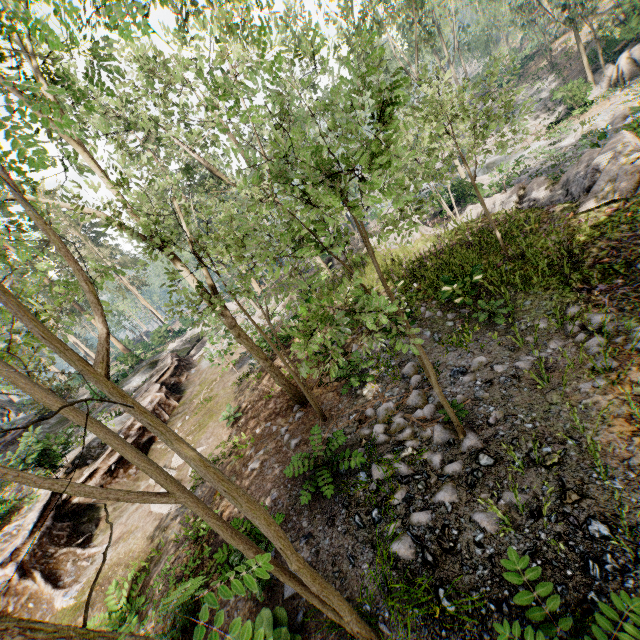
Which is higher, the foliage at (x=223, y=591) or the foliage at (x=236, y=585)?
the foliage at (x=223, y=591)

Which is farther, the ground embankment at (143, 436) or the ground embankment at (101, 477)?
the ground embankment at (143, 436)

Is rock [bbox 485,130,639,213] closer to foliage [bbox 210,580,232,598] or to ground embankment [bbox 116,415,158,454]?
foliage [bbox 210,580,232,598]

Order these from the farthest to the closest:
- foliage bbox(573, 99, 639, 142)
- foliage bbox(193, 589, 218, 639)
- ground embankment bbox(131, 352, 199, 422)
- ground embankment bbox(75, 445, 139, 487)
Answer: foliage bbox(573, 99, 639, 142), ground embankment bbox(131, 352, 199, 422), ground embankment bbox(75, 445, 139, 487), foliage bbox(193, 589, 218, 639)

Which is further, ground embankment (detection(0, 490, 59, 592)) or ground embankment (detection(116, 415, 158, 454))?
ground embankment (detection(116, 415, 158, 454))

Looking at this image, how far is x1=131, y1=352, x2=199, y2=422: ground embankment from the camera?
17.1m

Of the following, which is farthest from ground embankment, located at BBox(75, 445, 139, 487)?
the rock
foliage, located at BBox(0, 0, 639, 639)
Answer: the rock

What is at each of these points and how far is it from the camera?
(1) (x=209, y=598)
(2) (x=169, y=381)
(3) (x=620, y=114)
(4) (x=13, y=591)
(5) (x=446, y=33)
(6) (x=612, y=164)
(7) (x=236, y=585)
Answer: (1) foliage, 1.1 meters
(2) ground embankment, 21.0 meters
(3) foliage, 21.8 meters
(4) ground embankment, 9.1 meters
(5) foliage, 45.9 meters
(6) rock, 9.4 meters
(7) foliage, 1.1 meters
